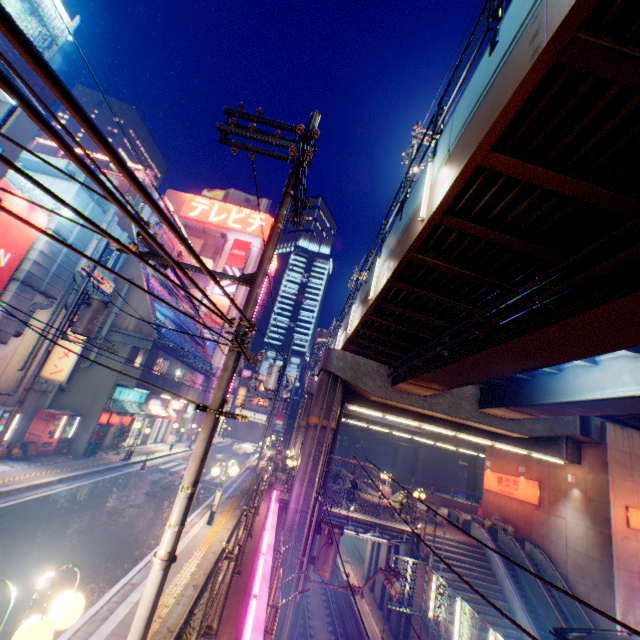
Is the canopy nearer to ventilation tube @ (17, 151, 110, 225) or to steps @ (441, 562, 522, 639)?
steps @ (441, 562, 522, 639)

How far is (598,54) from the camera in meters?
4.0 m

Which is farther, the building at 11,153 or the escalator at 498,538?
the escalator at 498,538

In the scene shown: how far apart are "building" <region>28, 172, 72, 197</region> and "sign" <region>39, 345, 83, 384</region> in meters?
4.7 m

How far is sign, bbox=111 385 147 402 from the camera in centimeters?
1917cm

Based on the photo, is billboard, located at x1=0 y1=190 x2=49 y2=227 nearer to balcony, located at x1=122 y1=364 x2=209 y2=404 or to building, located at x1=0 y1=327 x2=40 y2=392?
building, located at x1=0 y1=327 x2=40 y2=392

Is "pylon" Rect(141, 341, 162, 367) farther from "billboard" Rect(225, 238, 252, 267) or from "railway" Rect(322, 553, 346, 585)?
"billboard" Rect(225, 238, 252, 267)

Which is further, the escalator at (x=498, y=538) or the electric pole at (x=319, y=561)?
the escalator at (x=498, y=538)
